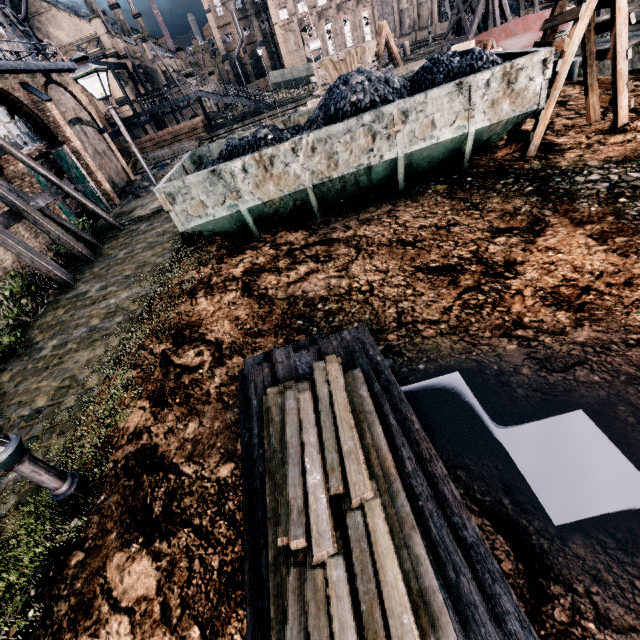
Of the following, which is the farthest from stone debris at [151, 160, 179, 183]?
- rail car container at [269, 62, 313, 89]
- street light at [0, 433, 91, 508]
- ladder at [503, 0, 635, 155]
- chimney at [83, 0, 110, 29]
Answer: rail car container at [269, 62, 313, 89]

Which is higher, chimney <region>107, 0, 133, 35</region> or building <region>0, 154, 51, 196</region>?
chimney <region>107, 0, 133, 35</region>

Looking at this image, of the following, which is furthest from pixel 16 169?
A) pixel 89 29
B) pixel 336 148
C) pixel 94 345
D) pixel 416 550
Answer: pixel 89 29

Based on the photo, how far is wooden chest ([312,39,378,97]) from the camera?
19.0 meters

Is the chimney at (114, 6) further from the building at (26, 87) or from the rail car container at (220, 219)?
the rail car container at (220, 219)

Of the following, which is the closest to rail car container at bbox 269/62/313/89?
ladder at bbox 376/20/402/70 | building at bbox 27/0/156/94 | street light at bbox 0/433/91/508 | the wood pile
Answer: building at bbox 27/0/156/94

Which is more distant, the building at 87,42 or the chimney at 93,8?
the chimney at 93,8

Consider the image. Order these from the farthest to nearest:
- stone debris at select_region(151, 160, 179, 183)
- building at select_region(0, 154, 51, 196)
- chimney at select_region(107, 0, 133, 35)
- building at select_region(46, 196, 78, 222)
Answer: chimney at select_region(107, 0, 133, 35) → stone debris at select_region(151, 160, 179, 183) → building at select_region(46, 196, 78, 222) → building at select_region(0, 154, 51, 196)
